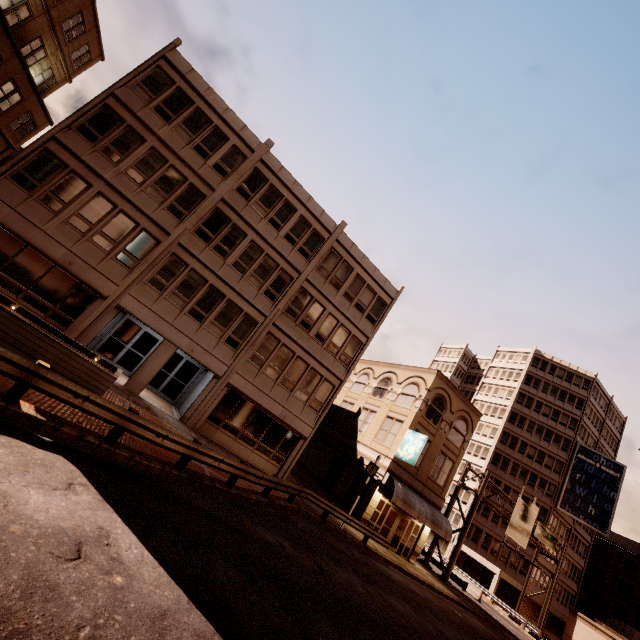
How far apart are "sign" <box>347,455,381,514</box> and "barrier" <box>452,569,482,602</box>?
24.7m

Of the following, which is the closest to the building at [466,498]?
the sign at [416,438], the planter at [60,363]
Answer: the sign at [416,438]

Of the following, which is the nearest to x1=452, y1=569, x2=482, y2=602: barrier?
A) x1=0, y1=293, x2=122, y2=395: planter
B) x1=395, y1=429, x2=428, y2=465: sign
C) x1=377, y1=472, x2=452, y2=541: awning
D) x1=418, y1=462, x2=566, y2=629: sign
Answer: x1=418, y1=462, x2=566, y2=629: sign

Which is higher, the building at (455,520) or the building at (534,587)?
the building at (455,520)

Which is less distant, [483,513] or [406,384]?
[406,384]

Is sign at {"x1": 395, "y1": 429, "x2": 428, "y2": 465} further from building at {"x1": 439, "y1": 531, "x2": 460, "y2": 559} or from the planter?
building at {"x1": 439, "y1": 531, "x2": 460, "y2": 559}

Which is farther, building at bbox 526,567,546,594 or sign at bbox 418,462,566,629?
building at bbox 526,567,546,594

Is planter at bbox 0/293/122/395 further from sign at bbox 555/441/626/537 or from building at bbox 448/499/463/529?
sign at bbox 555/441/626/537
